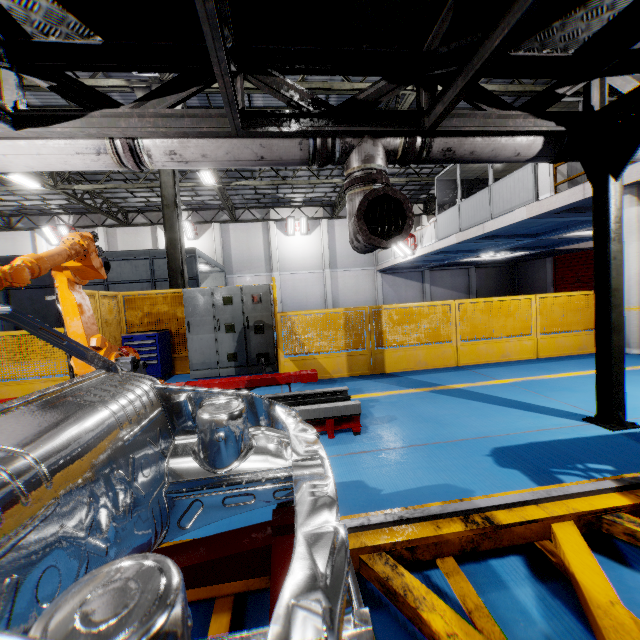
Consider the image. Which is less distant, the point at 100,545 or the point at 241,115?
the point at 100,545

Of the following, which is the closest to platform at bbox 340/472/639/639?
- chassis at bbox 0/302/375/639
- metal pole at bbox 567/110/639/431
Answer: chassis at bbox 0/302/375/639

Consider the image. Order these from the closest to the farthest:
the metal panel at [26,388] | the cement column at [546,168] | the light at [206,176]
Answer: the metal panel at [26,388], the cement column at [546,168], the light at [206,176]

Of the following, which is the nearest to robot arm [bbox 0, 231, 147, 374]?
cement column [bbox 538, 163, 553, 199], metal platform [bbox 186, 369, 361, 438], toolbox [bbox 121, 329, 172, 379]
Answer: metal platform [bbox 186, 369, 361, 438]

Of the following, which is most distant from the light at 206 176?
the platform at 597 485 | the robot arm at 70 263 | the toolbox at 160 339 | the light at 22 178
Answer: the platform at 597 485

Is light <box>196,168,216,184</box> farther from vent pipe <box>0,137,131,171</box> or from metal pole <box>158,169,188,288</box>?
vent pipe <box>0,137,131,171</box>

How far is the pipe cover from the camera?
3.13m

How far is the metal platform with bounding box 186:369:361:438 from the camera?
3.94m
